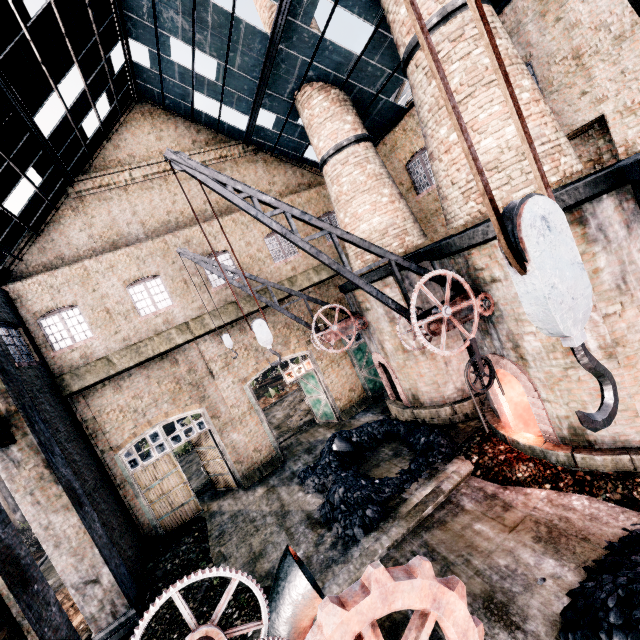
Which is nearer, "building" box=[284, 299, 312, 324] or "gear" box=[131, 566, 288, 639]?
"gear" box=[131, 566, 288, 639]

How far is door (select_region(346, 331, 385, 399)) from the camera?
20.3m

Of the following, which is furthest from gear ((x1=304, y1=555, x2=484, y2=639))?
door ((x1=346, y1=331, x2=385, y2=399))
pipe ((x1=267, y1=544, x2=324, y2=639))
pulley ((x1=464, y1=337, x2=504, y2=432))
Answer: door ((x1=346, y1=331, x2=385, y2=399))

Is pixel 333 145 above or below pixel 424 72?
above

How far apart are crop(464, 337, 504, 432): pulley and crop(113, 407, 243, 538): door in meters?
13.1

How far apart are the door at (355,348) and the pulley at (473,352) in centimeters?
1149cm

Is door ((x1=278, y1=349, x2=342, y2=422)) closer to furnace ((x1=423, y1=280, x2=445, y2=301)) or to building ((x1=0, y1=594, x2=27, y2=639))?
building ((x1=0, y1=594, x2=27, y2=639))

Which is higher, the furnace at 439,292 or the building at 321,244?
the building at 321,244
